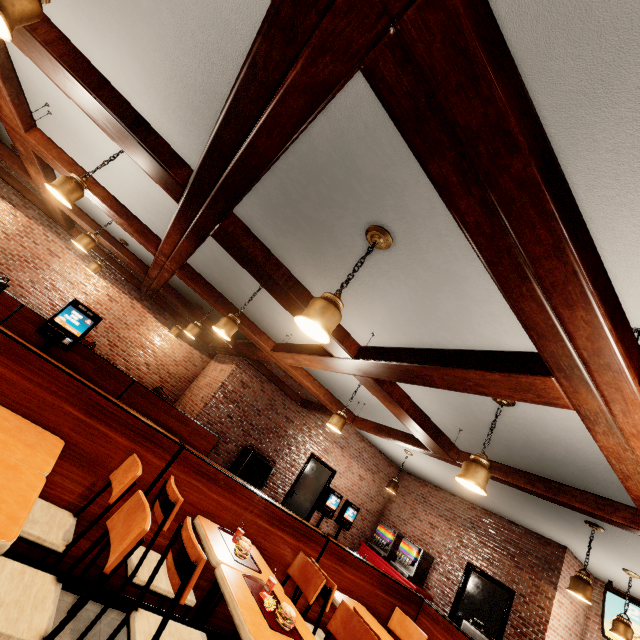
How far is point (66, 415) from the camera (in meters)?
2.40
